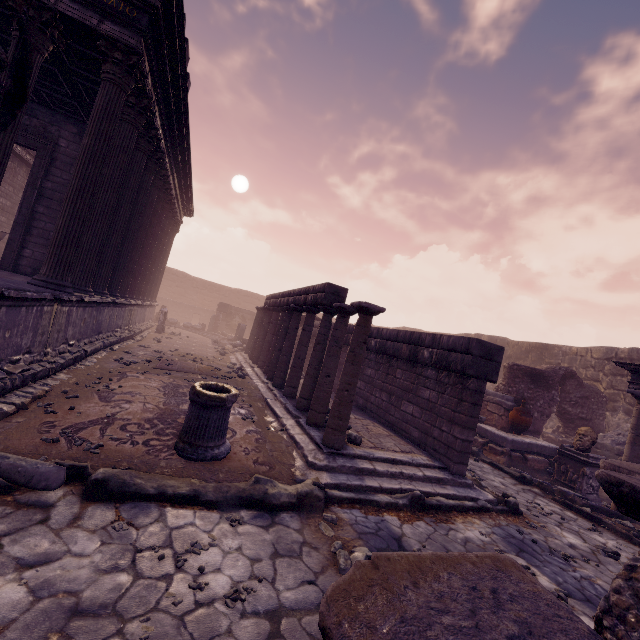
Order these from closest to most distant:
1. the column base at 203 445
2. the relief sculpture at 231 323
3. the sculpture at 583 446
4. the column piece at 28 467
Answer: the column piece at 28 467, the column base at 203 445, the sculpture at 583 446, the relief sculpture at 231 323

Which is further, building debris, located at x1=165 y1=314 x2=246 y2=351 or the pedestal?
Result: building debris, located at x1=165 y1=314 x2=246 y2=351

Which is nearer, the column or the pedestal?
the column

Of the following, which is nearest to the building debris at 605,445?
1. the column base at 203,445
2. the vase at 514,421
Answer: the vase at 514,421

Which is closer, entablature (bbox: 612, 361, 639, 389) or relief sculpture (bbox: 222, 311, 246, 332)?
entablature (bbox: 612, 361, 639, 389)

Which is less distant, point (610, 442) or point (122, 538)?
point (122, 538)

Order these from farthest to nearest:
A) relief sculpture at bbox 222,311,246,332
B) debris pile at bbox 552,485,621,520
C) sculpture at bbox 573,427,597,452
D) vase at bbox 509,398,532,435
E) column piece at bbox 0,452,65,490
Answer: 1. relief sculpture at bbox 222,311,246,332
2. vase at bbox 509,398,532,435
3. sculpture at bbox 573,427,597,452
4. debris pile at bbox 552,485,621,520
5. column piece at bbox 0,452,65,490

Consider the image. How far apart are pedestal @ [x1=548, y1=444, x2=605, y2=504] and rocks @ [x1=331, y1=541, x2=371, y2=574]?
7.7m
